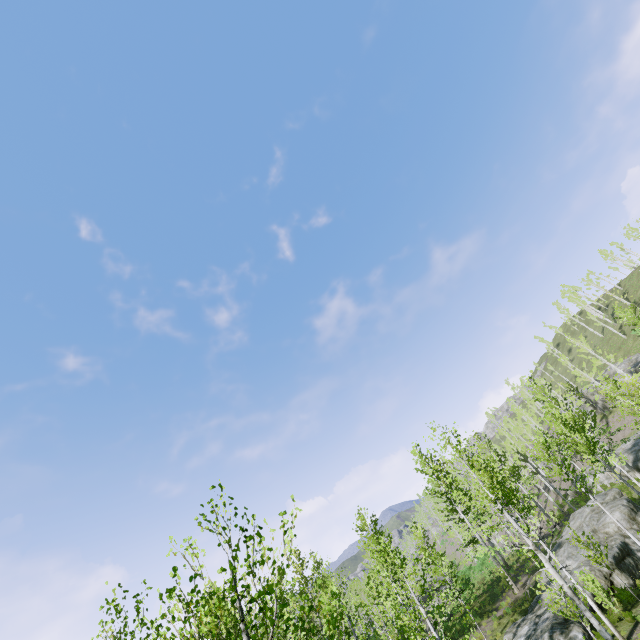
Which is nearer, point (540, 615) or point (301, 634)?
point (301, 634)

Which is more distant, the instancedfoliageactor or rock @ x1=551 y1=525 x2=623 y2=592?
rock @ x1=551 y1=525 x2=623 y2=592

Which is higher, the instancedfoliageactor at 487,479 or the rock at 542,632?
the instancedfoliageactor at 487,479

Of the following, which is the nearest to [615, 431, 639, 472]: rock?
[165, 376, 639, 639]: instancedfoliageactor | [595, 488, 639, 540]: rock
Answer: [165, 376, 639, 639]: instancedfoliageactor

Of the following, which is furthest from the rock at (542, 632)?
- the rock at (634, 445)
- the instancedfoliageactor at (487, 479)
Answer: the rock at (634, 445)
